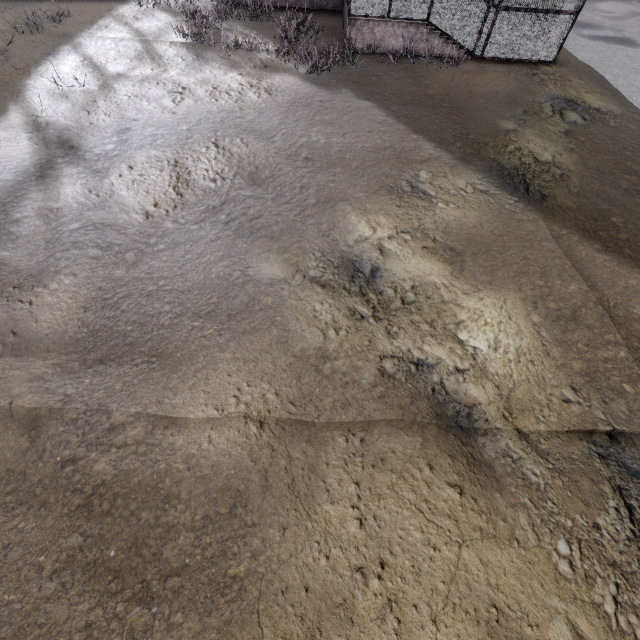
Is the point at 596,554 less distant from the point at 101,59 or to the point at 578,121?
the point at 578,121
